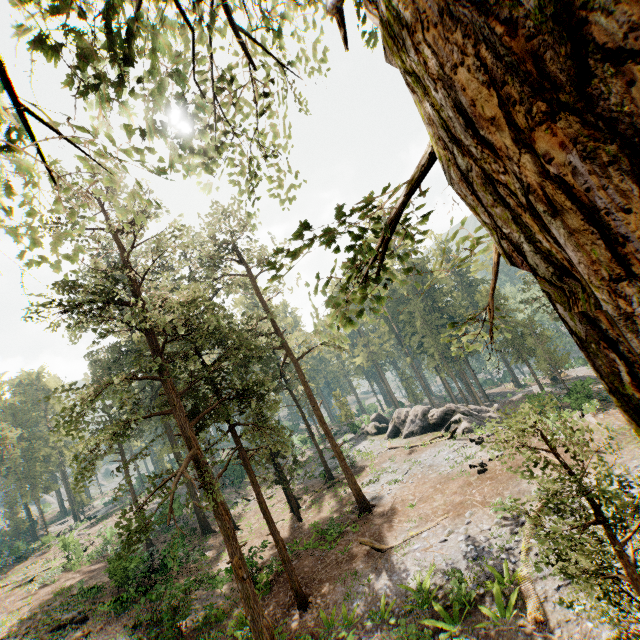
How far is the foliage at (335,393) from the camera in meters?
47.8 m

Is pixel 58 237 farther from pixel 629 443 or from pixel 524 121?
pixel 629 443

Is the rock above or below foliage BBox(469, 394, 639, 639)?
below

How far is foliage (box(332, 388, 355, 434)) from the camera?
47.8m

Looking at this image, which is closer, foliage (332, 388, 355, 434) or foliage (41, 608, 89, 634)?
foliage (41, 608, 89, 634)

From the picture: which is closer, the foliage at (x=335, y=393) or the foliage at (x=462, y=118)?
the foliage at (x=462, y=118)

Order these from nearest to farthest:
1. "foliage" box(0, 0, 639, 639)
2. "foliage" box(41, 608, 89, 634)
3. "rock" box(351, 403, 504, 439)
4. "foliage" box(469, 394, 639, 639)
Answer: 1. "foliage" box(0, 0, 639, 639)
2. "foliage" box(469, 394, 639, 639)
3. "foliage" box(41, 608, 89, 634)
4. "rock" box(351, 403, 504, 439)
